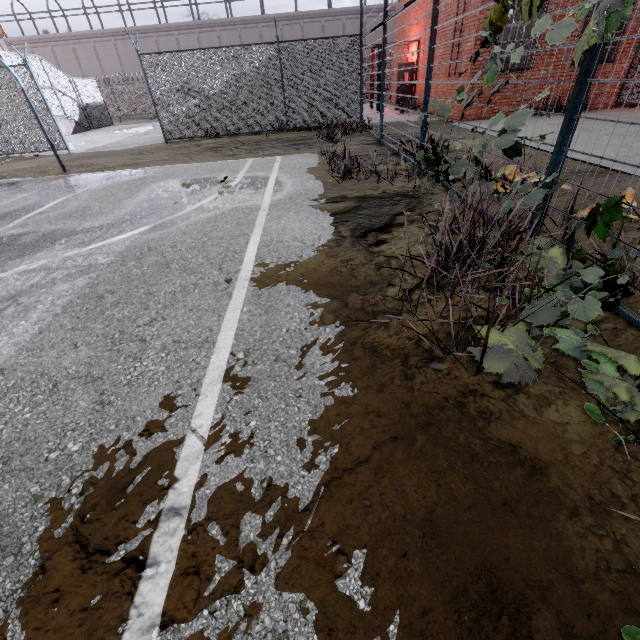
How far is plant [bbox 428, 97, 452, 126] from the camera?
4.56m

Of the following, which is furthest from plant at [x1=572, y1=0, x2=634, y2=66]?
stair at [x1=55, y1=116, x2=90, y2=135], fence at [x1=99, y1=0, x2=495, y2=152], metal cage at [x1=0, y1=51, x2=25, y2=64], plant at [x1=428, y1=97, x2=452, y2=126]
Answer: stair at [x1=55, y1=116, x2=90, y2=135]

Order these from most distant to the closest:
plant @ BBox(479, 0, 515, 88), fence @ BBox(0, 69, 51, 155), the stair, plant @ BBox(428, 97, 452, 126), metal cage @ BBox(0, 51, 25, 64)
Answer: the stair → metal cage @ BBox(0, 51, 25, 64) → fence @ BBox(0, 69, 51, 155) → plant @ BBox(428, 97, 452, 126) → plant @ BBox(479, 0, 515, 88)

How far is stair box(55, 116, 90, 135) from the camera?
20.00m

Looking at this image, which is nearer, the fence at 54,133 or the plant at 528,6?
the plant at 528,6

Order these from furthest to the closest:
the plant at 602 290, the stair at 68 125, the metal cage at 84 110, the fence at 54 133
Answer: the stair at 68 125 → the metal cage at 84 110 → the fence at 54 133 → the plant at 602 290

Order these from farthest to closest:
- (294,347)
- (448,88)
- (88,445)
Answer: (448,88)
(294,347)
(88,445)

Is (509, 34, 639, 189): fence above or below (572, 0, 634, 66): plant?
below
